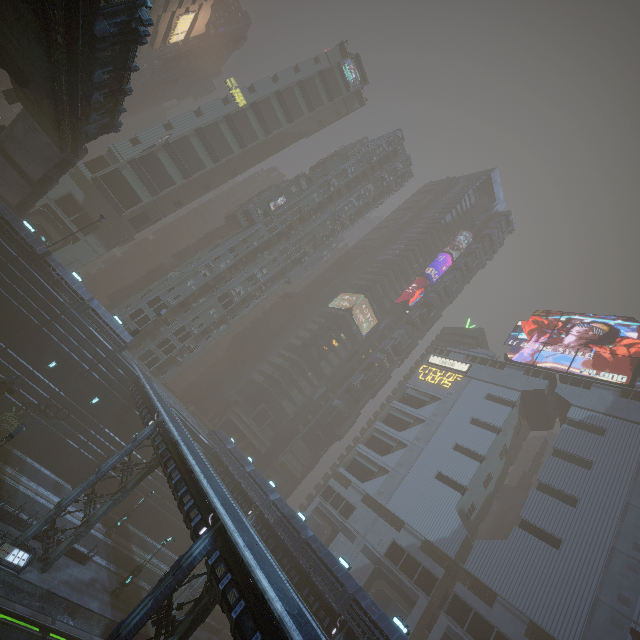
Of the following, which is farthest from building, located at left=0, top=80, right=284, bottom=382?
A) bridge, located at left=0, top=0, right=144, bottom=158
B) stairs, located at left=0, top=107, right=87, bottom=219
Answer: bridge, located at left=0, top=0, right=144, bottom=158

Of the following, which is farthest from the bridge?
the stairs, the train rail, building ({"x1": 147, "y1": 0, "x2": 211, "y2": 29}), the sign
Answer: the sign

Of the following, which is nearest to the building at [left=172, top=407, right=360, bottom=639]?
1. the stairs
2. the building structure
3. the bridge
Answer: the stairs

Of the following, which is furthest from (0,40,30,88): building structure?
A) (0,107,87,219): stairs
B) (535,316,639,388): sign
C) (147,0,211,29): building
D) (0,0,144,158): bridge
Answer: (535,316,639,388): sign

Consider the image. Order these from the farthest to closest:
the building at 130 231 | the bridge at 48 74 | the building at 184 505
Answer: the building at 130 231 < the building at 184 505 < the bridge at 48 74

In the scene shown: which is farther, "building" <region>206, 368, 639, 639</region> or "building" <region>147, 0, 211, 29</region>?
"building" <region>147, 0, 211, 29</region>

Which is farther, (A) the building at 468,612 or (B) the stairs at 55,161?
(A) the building at 468,612

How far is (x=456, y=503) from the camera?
48.3 meters
